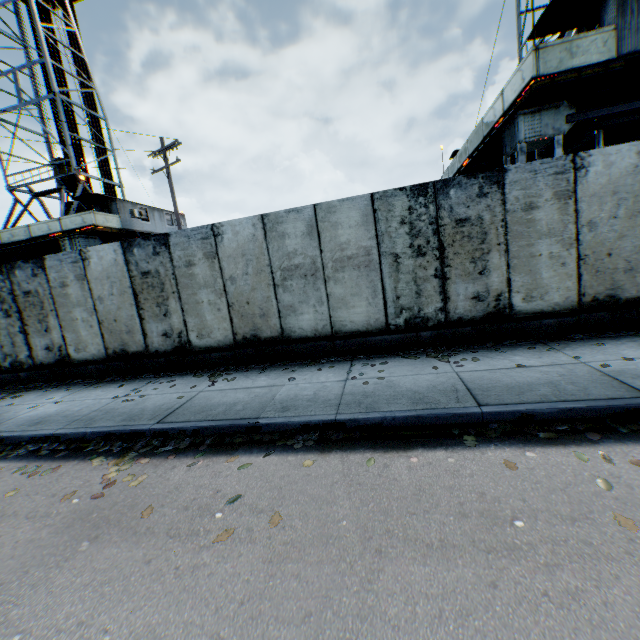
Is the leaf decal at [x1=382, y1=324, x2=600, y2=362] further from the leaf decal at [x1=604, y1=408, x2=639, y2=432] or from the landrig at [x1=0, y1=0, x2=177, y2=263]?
the landrig at [x1=0, y1=0, x2=177, y2=263]

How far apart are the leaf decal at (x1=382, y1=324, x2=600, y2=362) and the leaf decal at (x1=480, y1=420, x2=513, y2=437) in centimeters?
189cm

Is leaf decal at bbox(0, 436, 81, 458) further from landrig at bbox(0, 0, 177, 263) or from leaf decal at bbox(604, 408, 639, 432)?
landrig at bbox(0, 0, 177, 263)

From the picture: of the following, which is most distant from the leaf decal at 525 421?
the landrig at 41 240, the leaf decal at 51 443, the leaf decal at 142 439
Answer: the landrig at 41 240

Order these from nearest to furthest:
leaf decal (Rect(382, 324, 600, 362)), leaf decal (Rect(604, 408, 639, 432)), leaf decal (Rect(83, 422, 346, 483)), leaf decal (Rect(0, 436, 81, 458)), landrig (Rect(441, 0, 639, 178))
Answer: leaf decal (Rect(604, 408, 639, 432))
leaf decal (Rect(83, 422, 346, 483))
leaf decal (Rect(0, 436, 81, 458))
leaf decal (Rect(382, 324, 600, 362))
landrig (Rect(441, 0, 639, 178))

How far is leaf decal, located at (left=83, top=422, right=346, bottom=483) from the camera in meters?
4.3

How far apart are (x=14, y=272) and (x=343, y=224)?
8.9m

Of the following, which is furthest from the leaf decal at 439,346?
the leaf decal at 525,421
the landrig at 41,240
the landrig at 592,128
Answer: the landrig at 41,240
